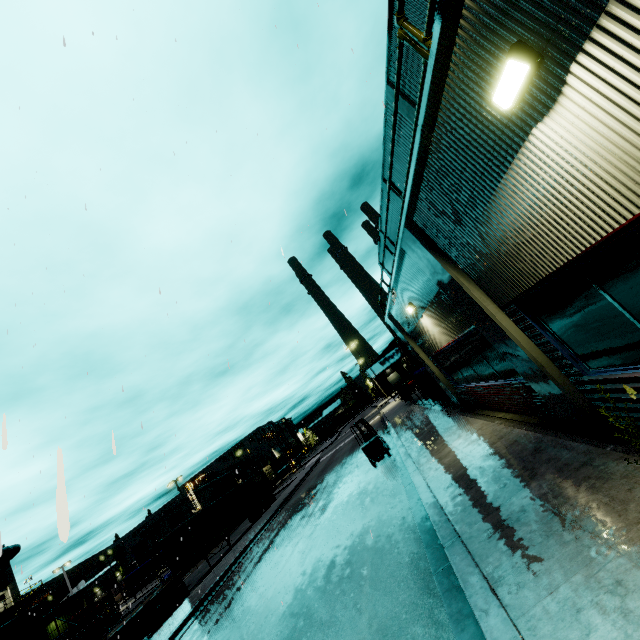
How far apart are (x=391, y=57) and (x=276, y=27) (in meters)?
9.14

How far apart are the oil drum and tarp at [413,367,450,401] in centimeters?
3460cm

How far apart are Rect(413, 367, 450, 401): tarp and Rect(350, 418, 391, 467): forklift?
3.3 meters

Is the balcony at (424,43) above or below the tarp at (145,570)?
above

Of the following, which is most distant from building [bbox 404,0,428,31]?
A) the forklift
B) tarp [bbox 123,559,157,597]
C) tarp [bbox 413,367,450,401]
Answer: the forklift

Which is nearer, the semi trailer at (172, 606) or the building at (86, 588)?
the semi trailer at (172, 606)

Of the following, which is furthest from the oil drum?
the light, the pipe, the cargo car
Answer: the light

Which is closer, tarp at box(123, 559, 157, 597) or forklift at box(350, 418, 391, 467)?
forklift at box(350, 418, 391, 467)
